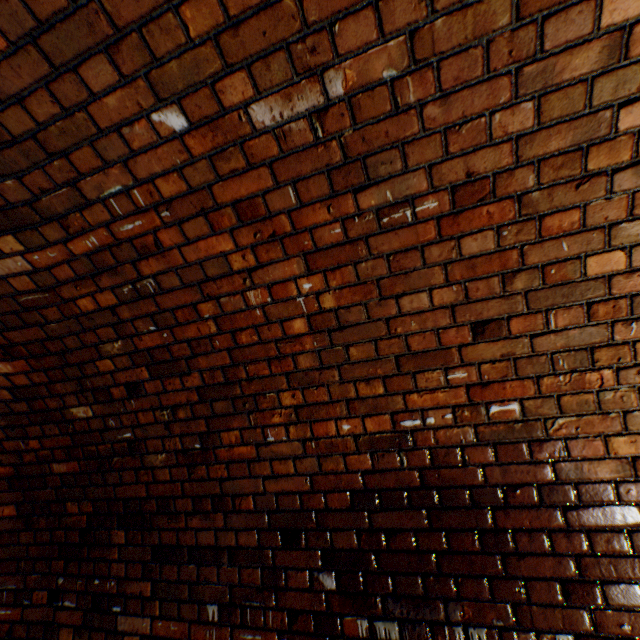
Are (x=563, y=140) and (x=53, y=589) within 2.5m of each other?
no
